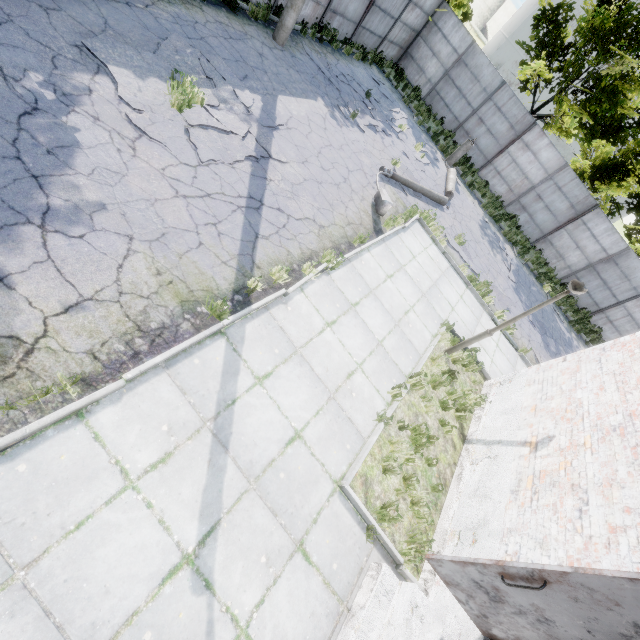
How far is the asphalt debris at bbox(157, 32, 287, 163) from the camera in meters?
6.9 m

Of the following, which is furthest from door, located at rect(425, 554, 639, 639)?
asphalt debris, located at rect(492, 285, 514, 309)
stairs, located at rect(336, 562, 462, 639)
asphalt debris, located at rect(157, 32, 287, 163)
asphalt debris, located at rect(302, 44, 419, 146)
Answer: asphalt debris, located at rect(302, 44, 419, 146)

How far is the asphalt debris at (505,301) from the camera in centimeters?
1262cm

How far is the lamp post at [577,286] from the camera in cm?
609

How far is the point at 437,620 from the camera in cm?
402

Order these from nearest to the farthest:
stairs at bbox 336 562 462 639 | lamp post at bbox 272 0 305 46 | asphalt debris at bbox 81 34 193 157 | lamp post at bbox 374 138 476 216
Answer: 1. stairs at bbox 336 562 462 639
2. asphalt debris at bbox 81 34 193 157
3. lamp post at bbox 374 138 476 216
4. lamp post at bbox 272 0 305 46

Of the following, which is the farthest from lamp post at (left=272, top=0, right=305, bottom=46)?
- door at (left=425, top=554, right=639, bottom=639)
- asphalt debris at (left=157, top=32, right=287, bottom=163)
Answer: door at (left=425, top=554, right=639, bottom=639)

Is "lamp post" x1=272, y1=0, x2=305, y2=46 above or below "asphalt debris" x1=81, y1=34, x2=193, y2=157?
above
